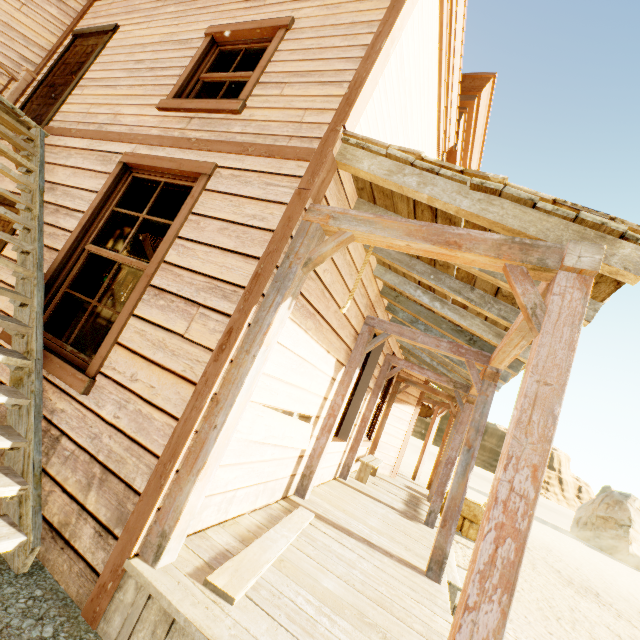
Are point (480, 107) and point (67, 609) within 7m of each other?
no

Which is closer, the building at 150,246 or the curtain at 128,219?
the curtain at 128,219

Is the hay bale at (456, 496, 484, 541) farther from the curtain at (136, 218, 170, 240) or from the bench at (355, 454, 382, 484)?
the curtain at (136, 218, 170, 240)

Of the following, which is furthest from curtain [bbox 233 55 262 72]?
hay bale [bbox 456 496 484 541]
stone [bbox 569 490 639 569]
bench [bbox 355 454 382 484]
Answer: stone [bbox 569 490 639 569]

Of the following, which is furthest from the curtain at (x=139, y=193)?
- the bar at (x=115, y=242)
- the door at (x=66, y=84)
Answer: the bar at (x=115, y=242)

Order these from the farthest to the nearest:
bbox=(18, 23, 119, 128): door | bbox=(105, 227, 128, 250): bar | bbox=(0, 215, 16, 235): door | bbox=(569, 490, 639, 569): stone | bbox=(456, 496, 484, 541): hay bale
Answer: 1. bbox=(569, 490, 639, 569): stone
2. bbox=(456, 496, 484, 541): hay bale
3. bbox=(105, 227, 128, 250): bar
4. bbox=(18, 23, 119, 128): door
5. bbox=(0, 215, 16, 235): door

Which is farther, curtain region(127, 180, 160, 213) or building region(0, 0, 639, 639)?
curtain region(127, 180, 160, 213)

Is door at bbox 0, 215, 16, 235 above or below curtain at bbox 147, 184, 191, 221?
below
